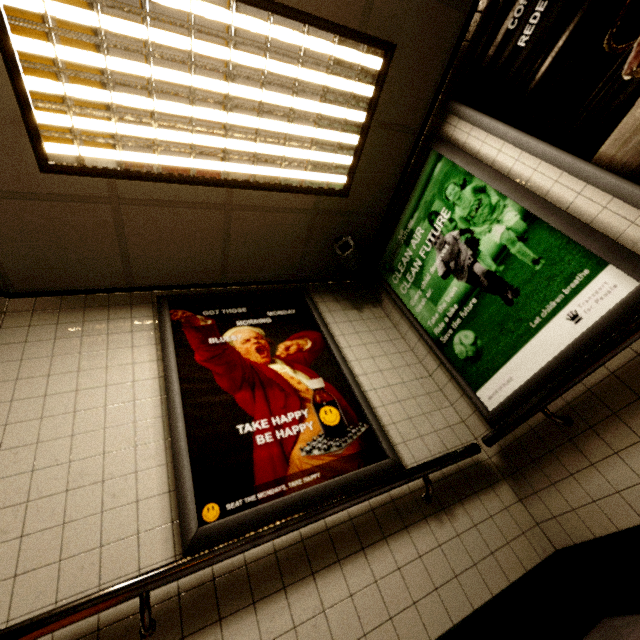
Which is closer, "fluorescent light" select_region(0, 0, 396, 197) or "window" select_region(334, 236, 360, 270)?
"fluorescent light" select_region(0, 0, 396, 197)

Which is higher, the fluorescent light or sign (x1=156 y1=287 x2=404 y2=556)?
the fluorescent light

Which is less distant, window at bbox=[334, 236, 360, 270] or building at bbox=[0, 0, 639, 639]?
building at bbox=[0, 0, 639, 639]

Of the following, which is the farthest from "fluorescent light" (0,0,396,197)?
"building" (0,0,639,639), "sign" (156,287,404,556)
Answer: "sign" (156,287,404,556)

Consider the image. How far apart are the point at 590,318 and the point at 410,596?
1.67m

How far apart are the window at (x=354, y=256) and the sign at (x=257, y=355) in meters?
0.4

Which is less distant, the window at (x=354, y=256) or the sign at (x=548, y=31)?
the sign at (x=548, y=31)

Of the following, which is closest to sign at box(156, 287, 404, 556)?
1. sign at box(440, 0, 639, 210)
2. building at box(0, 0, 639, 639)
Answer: building at box(0, 0, 639, 639)
